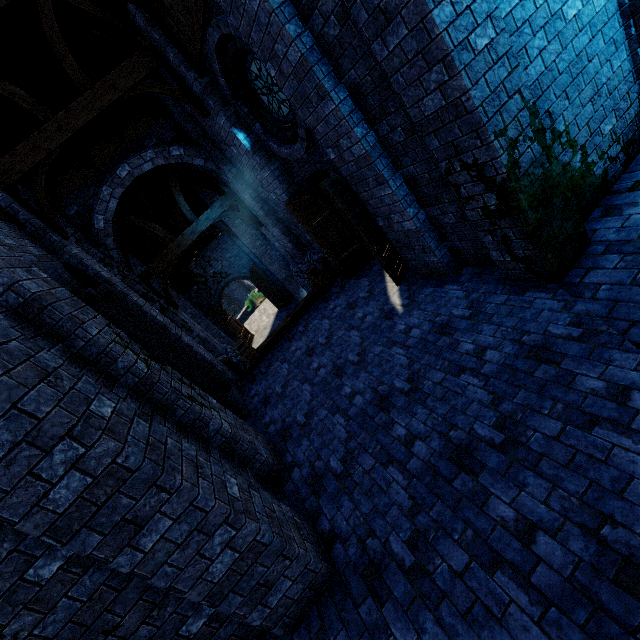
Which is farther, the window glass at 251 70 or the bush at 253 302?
the bush at 253 302

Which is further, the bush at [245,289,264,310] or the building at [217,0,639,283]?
the bush at [245,289,264,310]

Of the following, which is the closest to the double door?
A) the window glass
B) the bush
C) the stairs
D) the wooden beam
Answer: the stairs

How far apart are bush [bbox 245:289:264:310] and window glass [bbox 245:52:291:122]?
21.3 meters

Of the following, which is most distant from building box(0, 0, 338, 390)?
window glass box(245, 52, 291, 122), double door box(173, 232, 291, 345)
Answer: window glass box(245, 52, 291, 122)

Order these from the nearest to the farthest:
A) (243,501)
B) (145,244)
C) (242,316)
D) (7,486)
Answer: (7,486) → (243,501) → (145,244) → (242,316)

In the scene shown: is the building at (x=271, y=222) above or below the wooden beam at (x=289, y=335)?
above

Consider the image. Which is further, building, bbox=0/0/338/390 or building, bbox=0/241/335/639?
building, bbox=0/0/338/390
